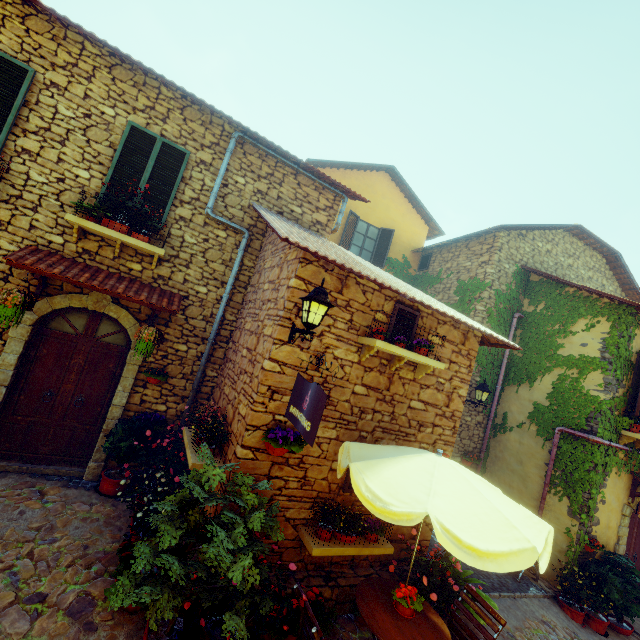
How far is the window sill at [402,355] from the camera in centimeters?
488cm

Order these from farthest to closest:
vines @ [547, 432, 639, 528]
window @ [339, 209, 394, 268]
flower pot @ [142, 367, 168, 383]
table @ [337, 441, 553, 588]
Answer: window @ [339, 209, 394, 268] → vines @ [547, 432, 639, 528] → flower pot @ [142, 367, 168, 383] → table @ [337, 441, 553, 588]

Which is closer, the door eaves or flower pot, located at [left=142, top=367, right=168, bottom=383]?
the door eaves

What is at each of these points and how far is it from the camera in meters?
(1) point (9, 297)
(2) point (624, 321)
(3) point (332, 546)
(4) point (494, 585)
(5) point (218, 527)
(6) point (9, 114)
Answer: (1) flower pot, 4.7
(2) vines, 8.0
(3) window sill, 4.6
(4) stair, 6.9
(5) potted tree, 3.2
(6) window, 5.1

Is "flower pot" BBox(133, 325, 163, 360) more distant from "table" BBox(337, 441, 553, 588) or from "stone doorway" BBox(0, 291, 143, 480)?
"table" BBox(337, 441, 553, 588)

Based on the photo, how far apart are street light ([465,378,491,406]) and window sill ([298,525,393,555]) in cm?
511

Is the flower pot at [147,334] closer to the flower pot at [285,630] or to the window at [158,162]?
the window at [158,162]

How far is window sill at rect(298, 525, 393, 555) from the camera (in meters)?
4.53
